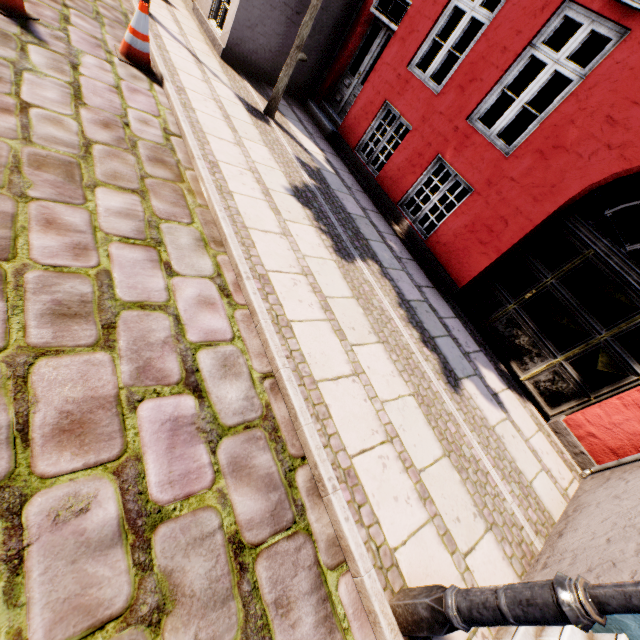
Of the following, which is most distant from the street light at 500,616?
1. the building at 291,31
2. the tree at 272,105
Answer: the tree at 272,105

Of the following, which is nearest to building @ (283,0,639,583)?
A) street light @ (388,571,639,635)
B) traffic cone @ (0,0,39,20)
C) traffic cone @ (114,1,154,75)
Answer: street light @ (388,571,639,635)

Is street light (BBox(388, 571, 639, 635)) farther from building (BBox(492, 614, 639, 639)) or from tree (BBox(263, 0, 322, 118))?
tree (BBox(263, 0, 322, 118))

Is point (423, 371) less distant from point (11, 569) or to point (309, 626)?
point (309, 626)

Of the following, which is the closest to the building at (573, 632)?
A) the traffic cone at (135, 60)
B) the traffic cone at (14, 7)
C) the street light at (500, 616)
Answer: the street light at (500, 616)

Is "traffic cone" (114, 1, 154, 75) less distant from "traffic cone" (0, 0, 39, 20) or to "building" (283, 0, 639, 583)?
"traffic cone" (0, 0, 39, 20)

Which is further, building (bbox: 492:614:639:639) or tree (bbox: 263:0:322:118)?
tree (bbox: 263:0:322:118)

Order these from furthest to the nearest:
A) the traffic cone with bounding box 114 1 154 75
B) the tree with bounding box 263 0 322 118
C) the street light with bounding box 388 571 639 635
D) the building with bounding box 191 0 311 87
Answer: the building with bounding box 191 0 311 87 < the tree with bounding box 263 0 322 118 < the traffic cone with bounding box 114 1 154 75 < the street light with bounding box 388 571 639 635
